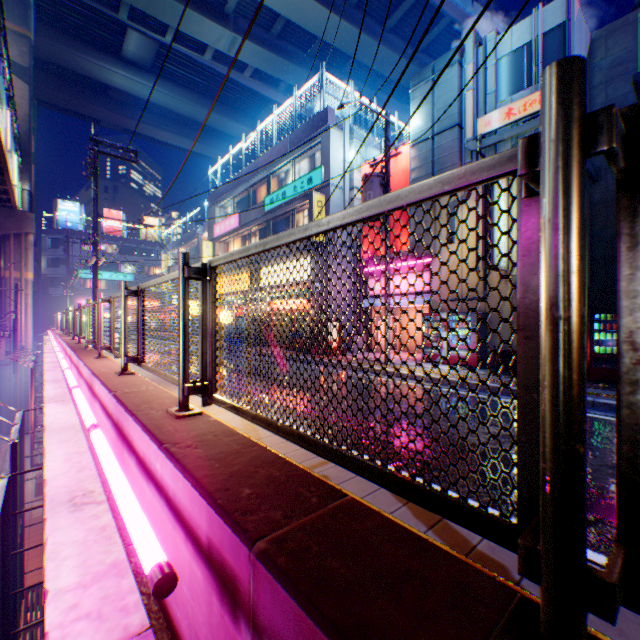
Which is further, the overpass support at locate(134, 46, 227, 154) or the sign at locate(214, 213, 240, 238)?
the overpass support at locate(134, 46, 227, 154)

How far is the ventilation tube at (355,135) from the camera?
16.98m

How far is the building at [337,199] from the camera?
16.5 meters

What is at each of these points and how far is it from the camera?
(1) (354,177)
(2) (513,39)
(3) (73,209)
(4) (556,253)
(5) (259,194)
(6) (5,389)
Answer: (1) ventilation tube, 17.0 meters
(2) building, 11.6 meters
(3) billboard, 50.7 meters
(4) metal fence, 0.7 meters
(5) window glass, 23.0 meters
(6) overpass support, 21.8 meters

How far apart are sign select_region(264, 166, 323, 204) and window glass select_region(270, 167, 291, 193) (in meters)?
0.59

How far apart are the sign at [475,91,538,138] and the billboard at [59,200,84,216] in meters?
59.2 m

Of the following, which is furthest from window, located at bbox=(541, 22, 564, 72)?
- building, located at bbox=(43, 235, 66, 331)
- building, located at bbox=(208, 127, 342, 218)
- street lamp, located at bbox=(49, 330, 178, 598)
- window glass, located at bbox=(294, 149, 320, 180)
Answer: building, located at bbox=(43, 235, 66, 331)

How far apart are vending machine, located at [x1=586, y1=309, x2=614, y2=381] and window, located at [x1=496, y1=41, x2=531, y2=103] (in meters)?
7.79
